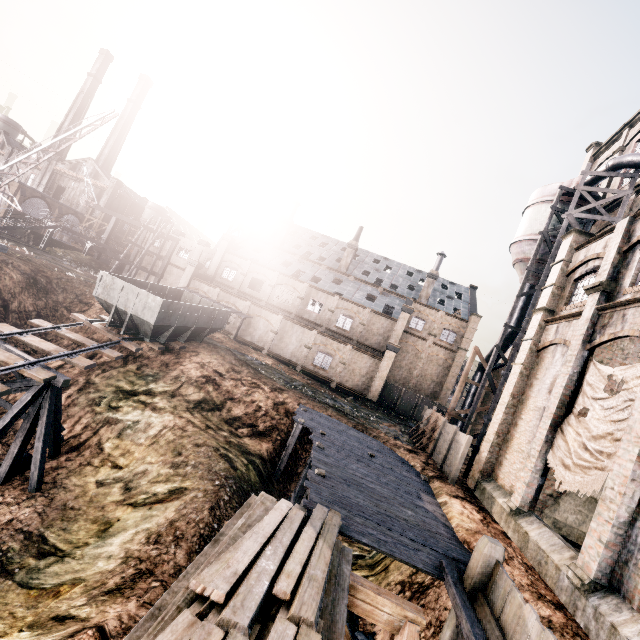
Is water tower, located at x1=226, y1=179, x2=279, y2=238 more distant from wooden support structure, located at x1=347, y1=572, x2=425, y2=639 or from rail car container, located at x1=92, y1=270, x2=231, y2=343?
wooden support structure, located at x1=347, y1=572, x2=425, y2=639

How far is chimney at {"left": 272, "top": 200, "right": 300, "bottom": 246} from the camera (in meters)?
50.19

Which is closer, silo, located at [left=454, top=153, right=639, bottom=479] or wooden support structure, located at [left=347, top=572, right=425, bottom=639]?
wooden support structure, located at [left=347, top=572, right=425, bottom=639]

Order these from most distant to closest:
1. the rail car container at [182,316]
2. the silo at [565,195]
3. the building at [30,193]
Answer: the building at [30,193]
the silo at [565,195]
the rail car container at [182,316]

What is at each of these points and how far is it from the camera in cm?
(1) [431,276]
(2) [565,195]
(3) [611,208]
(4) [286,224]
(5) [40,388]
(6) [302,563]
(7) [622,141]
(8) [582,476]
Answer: (1) chimney, 4578
(2) silo, 2498
(3) building, 2505
(4) chimney, 5031
(5) wooden support structure, 1378
(6) wood pile, 607
(7) building, 2778
(8) cloth, 1130

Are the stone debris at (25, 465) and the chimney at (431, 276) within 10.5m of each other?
no

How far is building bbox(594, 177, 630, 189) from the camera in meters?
25.2 m

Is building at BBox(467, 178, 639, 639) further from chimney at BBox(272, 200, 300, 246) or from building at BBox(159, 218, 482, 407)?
chimney at BBox(272, 200, 300, 246)
